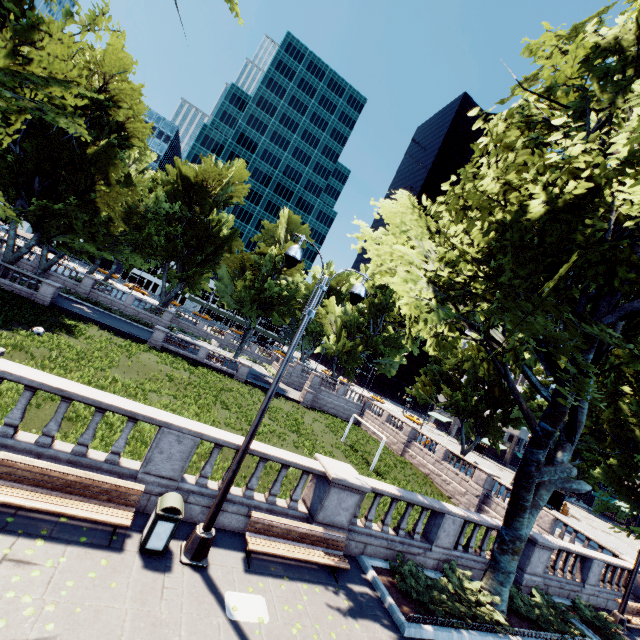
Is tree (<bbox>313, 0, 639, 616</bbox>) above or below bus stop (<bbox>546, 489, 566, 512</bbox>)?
above

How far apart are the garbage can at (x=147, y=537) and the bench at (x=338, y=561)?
1.7 meters

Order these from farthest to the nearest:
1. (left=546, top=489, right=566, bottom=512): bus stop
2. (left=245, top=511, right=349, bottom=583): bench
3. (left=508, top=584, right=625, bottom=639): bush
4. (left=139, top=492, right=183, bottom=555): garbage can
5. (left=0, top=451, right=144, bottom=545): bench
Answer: (left=546, top=489, right=566, bottom=512): bus stop
(left=508, top=584, right=625, bottom=639): bush
(left=245, top=511, right=349, bottom=583): bench
(left=139, top=492, right=183, bottom=555): garbage can
(left=0, top=451, right=144, bottom=545): bench

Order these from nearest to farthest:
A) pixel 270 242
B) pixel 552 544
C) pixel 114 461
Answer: pixel 114 461, pixel 552 544, pixel 270 242

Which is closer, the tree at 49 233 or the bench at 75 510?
the bench at 75 510

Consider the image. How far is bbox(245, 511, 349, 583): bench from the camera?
7.8m

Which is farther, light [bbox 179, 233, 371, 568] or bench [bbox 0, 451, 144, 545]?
light [bbox 179, 233, 371, 568]

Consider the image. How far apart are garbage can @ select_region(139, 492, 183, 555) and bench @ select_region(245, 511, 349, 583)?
1.7 meters
